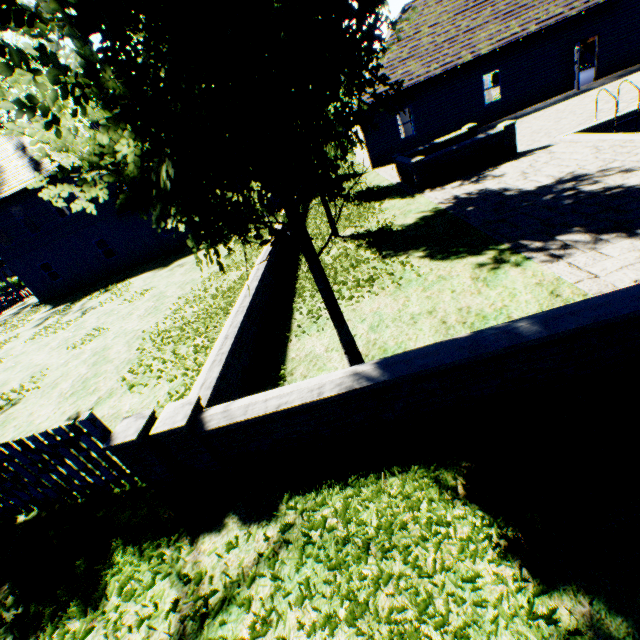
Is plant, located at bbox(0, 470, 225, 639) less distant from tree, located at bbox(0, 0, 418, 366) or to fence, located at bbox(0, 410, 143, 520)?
fence, located at bbox(0, 410, 143, 520)

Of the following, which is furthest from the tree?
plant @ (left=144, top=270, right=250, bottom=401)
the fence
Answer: plant @ (left=144, top=270, right=250, bottom=401)

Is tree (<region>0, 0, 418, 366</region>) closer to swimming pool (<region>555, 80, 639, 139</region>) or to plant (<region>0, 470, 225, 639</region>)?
swimming pool (<region>555, 80, 639, 139</region>)

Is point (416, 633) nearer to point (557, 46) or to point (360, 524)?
point (360, 524)

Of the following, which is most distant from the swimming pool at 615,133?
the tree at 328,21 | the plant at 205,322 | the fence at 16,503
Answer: the fence at 16,503

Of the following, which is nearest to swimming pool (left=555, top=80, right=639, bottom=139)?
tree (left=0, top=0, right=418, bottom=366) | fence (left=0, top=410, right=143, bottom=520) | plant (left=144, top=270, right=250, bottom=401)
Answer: tree (left=0, top=0, right=418, bottom=366)

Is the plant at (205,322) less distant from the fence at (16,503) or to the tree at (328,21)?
the fence at (16,503)

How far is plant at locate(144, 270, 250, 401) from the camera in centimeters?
654cm
